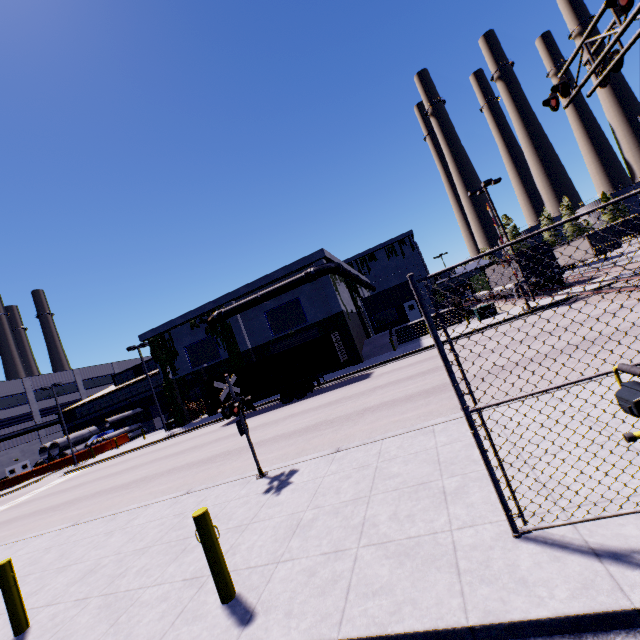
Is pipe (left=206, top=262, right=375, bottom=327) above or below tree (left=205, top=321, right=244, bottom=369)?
above

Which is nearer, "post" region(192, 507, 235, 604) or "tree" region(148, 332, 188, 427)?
"post" region(192, 507, 235, 604)

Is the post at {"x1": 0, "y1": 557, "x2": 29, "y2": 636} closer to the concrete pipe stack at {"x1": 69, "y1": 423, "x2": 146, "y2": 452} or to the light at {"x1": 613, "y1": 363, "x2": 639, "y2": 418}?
the concrete pipe stack at {"x1": 69, "y1": 423, "x2": 146, "y2": 452}

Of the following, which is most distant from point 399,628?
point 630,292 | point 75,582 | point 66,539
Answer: point 66,539

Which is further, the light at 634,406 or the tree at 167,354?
the tree at 167,354

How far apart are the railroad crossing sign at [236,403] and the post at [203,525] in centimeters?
382cm

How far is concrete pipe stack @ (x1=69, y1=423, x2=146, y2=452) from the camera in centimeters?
4219cm

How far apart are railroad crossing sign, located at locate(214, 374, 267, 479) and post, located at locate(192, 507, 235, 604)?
3.8m
